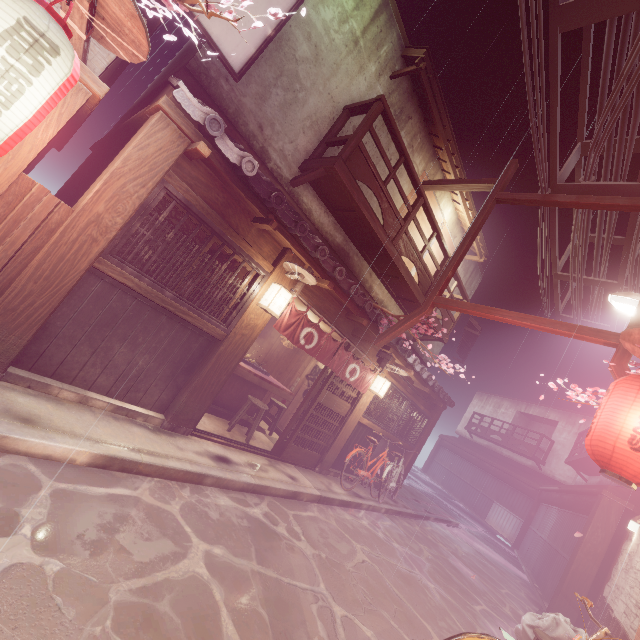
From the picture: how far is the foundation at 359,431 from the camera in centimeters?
1460cm

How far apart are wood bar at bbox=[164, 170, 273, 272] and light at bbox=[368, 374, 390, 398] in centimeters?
728cm

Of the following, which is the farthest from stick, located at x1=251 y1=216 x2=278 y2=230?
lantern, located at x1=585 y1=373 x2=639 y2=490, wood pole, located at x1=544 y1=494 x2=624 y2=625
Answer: wood pole, located at x1=544 y1=494 x2=624 y2=625

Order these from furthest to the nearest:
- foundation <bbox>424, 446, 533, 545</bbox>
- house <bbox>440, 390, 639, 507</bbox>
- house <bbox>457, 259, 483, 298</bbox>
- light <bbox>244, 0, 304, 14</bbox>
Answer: foundation <bbox>424, 446, 533, 545</bbox> < house <bbox>440, 390, 639, 507</bbox> < house <bbox>457, 259, 483, 298</bbox> < light <bbox>244, 0, 304, 14</bbox>

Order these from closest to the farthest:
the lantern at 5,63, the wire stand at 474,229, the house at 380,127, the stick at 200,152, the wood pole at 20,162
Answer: the lantern at 5,63 → the wood pole at 20,162 → the stick at 200,152 → the wire stand at 474,229 → the house at 380,127

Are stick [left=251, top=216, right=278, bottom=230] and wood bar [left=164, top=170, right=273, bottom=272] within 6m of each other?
yes

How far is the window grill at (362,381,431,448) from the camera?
14.93m

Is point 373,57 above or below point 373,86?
above
